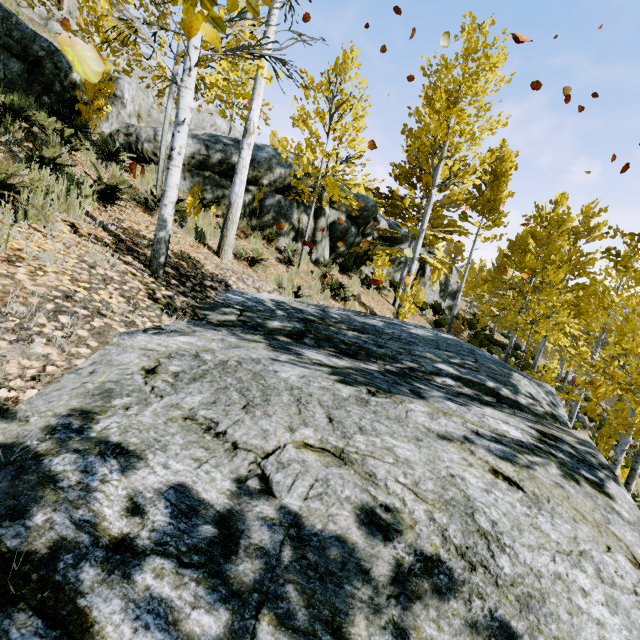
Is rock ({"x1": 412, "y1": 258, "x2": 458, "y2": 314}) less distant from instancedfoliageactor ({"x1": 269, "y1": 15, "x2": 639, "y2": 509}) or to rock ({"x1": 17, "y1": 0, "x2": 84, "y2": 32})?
instancedfoliageactor ({"x1": 269, "y1": 15, "x2": 639, "y2": 509})

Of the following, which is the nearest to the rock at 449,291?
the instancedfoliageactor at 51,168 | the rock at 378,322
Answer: the instancedfoliageactor at 51,168

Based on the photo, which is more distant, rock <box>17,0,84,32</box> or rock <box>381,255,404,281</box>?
rock <box>17,0,84,32</box>

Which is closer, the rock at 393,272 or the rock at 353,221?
the rock at 353,221

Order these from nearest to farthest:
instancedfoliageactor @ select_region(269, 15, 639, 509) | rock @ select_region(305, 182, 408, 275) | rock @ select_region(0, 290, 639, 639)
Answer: rock @ select_region(0, 290, 639, 639)
instancedfoliageactor @ select_region(269, 15, 639, 509)
rock @ select_region(305, 182, 408, 275)

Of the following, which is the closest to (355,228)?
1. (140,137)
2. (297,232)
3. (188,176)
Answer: (297,232)

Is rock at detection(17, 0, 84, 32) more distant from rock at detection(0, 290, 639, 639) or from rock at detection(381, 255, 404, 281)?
rock at detection(0, 290, 639, 639)
